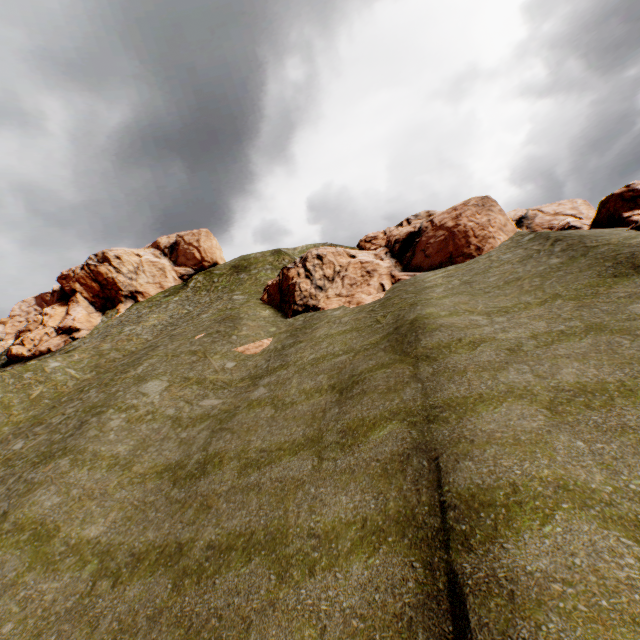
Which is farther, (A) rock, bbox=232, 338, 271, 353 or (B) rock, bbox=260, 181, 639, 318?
(B) rock, bbox=260, 181, 639, 318

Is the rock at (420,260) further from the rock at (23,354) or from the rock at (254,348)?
the rock at (23,354)

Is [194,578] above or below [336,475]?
below

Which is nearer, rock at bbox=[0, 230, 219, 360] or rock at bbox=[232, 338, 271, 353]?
rock at bbox=[232, 338, 271, 353]

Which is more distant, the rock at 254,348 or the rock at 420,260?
the rock at 420,260

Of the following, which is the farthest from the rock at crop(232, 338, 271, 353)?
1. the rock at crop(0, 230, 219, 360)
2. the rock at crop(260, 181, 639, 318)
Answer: the rock at crop(0, 230, 219, 360)

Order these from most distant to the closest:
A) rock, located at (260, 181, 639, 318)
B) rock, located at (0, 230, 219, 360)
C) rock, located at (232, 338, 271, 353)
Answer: rock, located at (0, 230, 219, 360), rock, located at (260, 181, 639, 318), rock, located at (232, 338, 271, 353)

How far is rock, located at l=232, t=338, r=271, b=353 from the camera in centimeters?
2272cm
